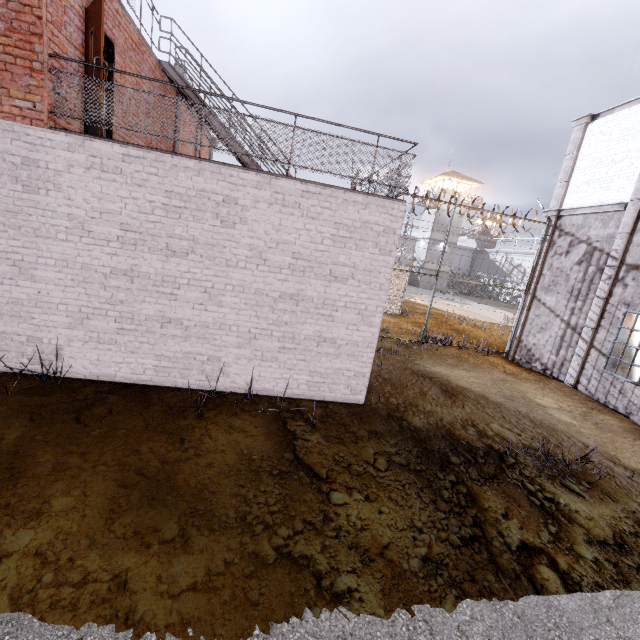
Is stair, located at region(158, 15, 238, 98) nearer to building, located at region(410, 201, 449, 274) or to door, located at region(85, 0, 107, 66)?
door, located at region(85, 0, 107, 66)

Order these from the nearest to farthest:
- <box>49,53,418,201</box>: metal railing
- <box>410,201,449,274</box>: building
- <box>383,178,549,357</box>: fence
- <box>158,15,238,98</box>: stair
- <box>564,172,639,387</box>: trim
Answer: <box>49,53,418,201</box>: metal railing
<box>158,15,238,98</box>: stair
<box>564,172,639,387</box>: trim
<box>383,178,549,357</box>: fence
<box>410,201,449,274</box>: building

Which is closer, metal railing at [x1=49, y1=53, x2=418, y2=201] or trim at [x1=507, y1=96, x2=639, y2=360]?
metal railing at [x1=49, y1=53, x2=418, y2=201]

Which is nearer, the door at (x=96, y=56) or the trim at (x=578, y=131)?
the door at (x=96, y=56)

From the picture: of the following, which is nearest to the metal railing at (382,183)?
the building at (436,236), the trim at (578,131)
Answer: the trim at (578,131)

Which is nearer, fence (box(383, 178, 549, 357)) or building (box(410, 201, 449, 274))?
fence (box(383, 178, 549, 357))

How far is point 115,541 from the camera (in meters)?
3.07
